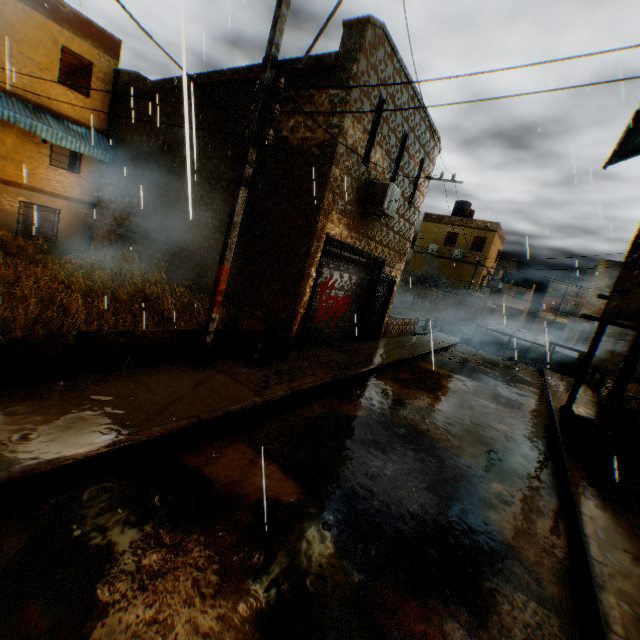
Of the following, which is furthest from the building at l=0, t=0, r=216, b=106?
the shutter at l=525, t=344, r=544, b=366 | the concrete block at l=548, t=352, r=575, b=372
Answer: the shutter at l=525, t=344, r=544, b=366

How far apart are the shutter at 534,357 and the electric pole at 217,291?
13.1 meters

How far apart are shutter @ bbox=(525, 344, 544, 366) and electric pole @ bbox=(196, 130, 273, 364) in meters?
13.1 m

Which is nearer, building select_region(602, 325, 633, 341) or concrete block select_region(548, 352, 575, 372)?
concrete block select_region(548, 352, 575, 372)

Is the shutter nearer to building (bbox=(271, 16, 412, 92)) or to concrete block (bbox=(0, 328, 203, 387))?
building (bbox=(271, 16, 412, 92))

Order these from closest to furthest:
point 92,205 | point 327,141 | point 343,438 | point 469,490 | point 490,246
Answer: point 469,490 → point 343,438 → point 327,141 → point 92,205 → point 490,246

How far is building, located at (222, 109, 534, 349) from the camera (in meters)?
8.48

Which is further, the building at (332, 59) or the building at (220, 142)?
the building at (220, 142)
